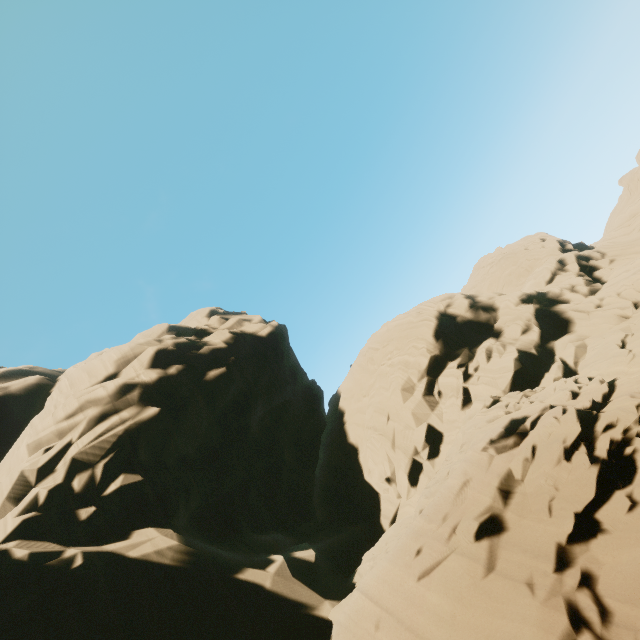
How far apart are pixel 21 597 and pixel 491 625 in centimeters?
1668cm
